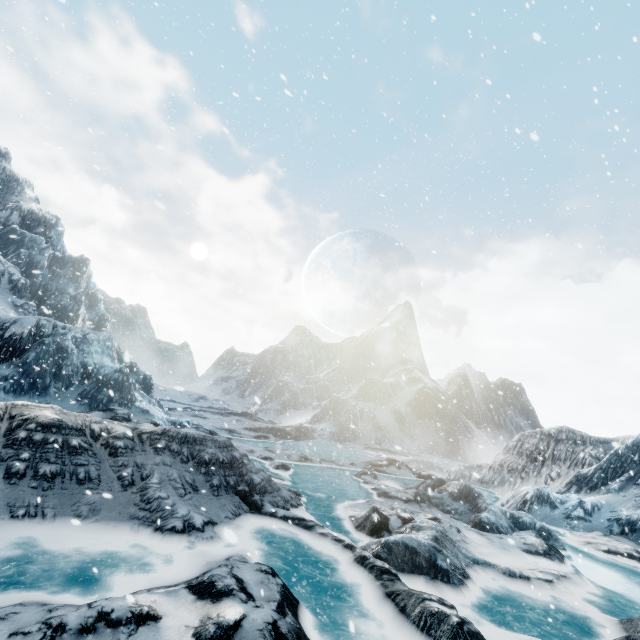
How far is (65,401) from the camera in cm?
1697
